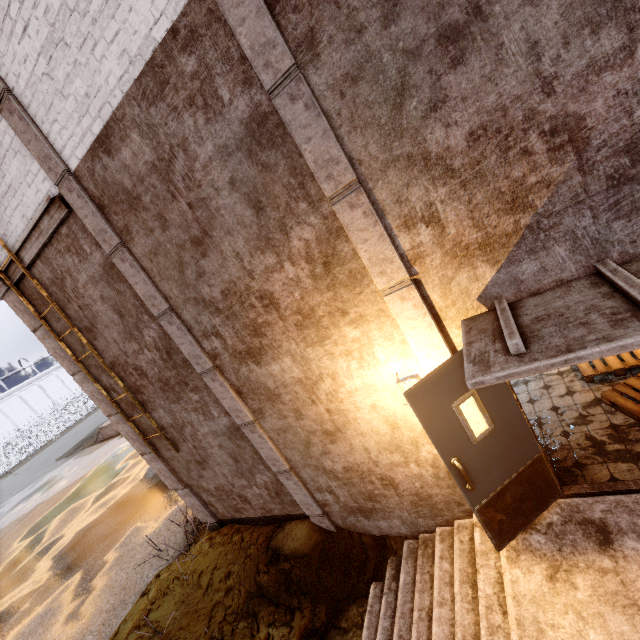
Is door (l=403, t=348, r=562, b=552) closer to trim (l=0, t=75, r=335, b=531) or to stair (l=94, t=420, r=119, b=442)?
trim (l=0, t=75, r=335, b=531)

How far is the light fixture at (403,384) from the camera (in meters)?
3.46

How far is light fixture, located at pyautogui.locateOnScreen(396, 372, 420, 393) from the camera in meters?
3.5

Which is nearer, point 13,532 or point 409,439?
point 409,439

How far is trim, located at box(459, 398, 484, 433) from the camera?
3.4m

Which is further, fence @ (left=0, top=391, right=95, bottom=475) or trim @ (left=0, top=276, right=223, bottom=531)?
fence @ (left=0, top=391, right=95, bottom=475)

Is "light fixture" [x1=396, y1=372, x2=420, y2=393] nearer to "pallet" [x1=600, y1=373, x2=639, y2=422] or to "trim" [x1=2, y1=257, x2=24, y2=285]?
"trim" [x1=2, y1=257, x2=24, y2=285]

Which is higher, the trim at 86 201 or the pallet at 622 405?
the trim at 86 201
